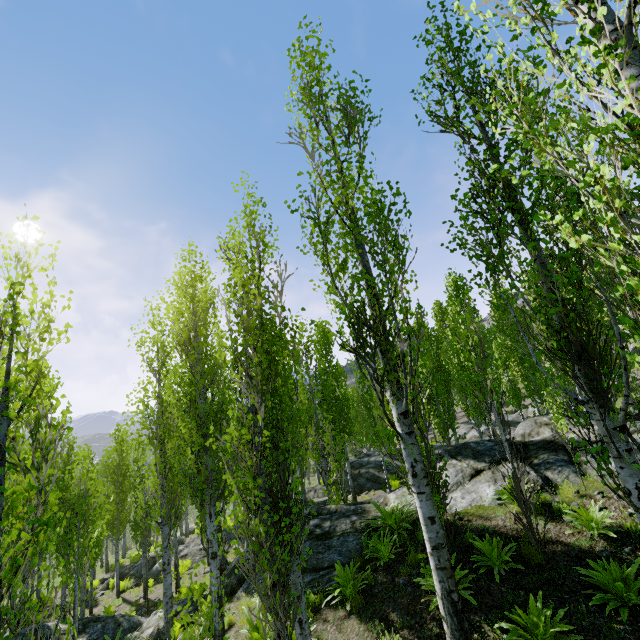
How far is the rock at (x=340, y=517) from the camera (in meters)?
8.66

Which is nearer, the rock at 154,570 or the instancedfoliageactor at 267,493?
the instancedfoliageactor at 267,493

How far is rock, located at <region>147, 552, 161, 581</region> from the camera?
18.8 meters

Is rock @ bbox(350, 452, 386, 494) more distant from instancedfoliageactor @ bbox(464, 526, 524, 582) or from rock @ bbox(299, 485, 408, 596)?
rock @ bbox(299, 485, 408, 596)

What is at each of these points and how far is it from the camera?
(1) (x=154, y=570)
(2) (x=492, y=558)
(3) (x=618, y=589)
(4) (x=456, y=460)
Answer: (1) rock, 19.80m
(2) instancedfoliageactor, 6.25m
(3) instancedfoliageactor, 4.81m
(4) rock, 10.52m

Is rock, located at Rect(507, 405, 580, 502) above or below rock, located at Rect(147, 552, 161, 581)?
above

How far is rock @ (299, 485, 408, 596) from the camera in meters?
8.7 m
